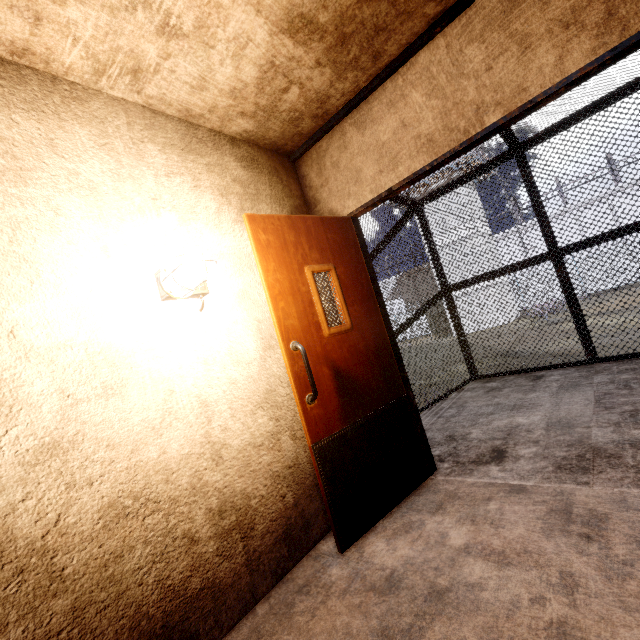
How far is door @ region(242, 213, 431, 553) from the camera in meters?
2.0 m

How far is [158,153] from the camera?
2.02m

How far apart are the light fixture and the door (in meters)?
0.34

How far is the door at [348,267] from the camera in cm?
201

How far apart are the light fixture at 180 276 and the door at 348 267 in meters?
0.3

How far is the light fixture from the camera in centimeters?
166cm
